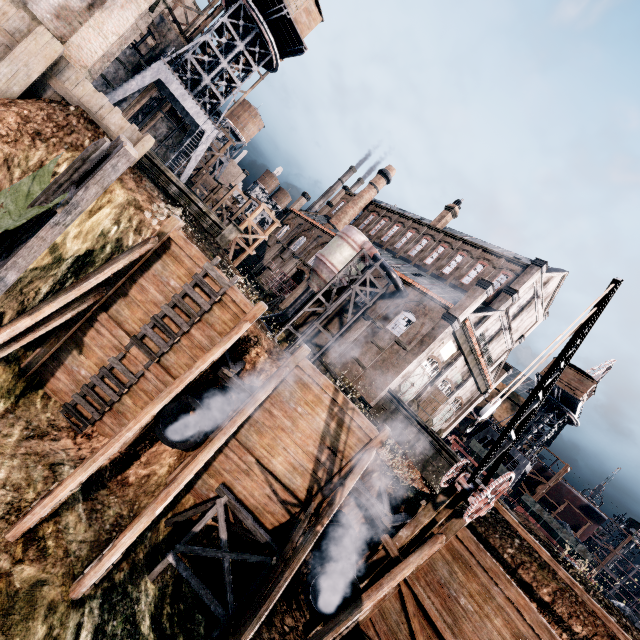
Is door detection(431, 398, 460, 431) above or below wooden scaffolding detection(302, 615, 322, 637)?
above

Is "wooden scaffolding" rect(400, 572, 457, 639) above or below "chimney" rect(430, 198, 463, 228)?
below

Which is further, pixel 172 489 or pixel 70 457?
pixel 70 457

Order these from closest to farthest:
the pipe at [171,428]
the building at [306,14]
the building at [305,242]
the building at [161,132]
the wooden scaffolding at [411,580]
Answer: the wooden scaffolding at [411,580] < the pipe at [171,428] < the building at [306,14] < the building at [161,132] < the building at [305,242]

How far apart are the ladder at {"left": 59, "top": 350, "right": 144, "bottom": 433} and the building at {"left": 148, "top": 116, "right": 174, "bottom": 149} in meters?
43.1

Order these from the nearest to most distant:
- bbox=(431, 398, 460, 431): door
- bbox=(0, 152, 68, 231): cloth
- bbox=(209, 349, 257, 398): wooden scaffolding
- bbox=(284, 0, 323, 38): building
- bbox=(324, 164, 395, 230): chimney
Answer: bbox=(0, 152, 68, 231): cloth
bbox=(209, 349, 257, 398): wooden scaffolding
bbox=(284, 0, 323, 38): building
bbox=(431, 398, 460, 431): door
bbox=(324, 164, 395, 230): chimney

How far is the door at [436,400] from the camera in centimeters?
3538cm

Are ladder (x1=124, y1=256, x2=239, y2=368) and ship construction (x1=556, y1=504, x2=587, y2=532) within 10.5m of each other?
no
